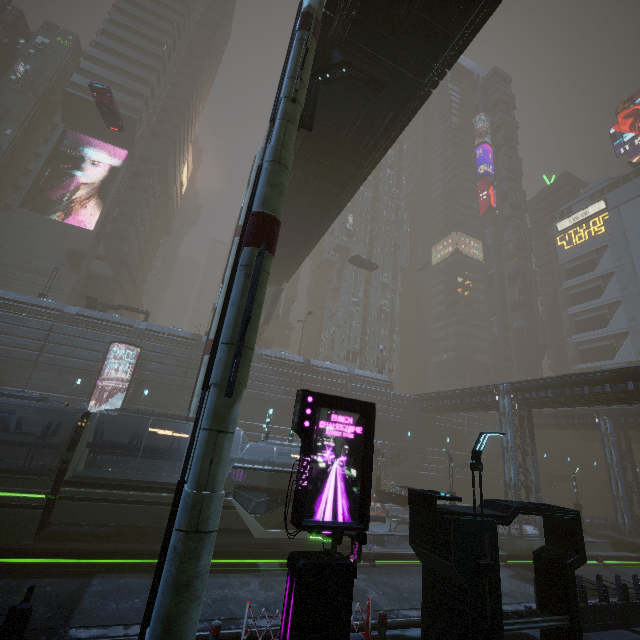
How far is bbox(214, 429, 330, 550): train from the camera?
14.83m

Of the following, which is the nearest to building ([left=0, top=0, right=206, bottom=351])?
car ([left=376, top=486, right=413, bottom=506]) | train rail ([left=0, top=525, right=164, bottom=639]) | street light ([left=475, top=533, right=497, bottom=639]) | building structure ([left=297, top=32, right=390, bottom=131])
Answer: train rail ([left=0, top=525, right=164, bottom=639])

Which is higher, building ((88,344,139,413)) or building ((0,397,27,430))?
building ((88,344,139,413))

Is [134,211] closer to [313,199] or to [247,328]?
[313,199]

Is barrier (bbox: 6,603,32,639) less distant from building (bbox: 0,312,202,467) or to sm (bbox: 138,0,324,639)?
building (bbox: 0,312,202,467)

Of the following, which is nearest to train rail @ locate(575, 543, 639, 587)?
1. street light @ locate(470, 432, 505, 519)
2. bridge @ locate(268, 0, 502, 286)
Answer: street light @ locate(470, 432, 505, 519)

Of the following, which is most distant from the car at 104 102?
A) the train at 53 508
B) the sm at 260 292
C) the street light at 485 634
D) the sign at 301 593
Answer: the street light at 485 634

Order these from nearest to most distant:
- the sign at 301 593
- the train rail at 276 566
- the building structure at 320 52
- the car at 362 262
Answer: the sign at 301 593, the train rail at 276 566, the building structure at 320 52, the car at 362 262
